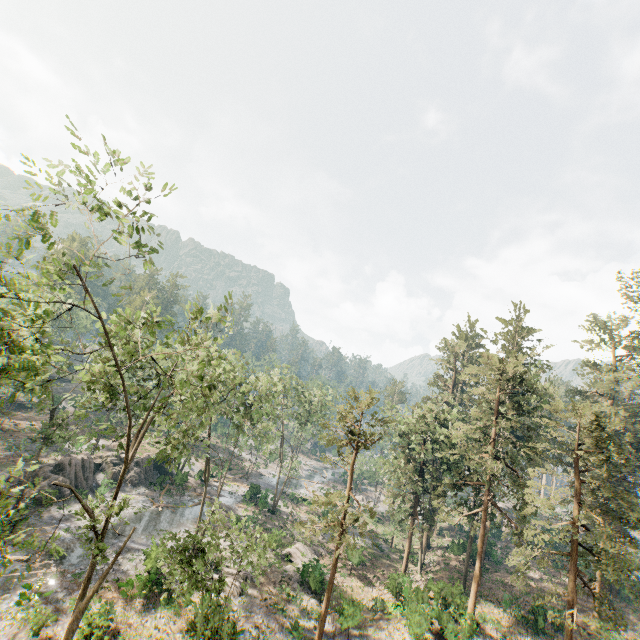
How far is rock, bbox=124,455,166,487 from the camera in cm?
4001

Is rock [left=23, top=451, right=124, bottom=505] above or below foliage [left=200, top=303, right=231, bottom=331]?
below

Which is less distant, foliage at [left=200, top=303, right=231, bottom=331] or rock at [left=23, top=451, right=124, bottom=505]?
foliage at [left=200, top=303, right=231, bottom=331]

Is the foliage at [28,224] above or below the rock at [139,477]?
above

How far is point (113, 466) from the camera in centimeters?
3975cm

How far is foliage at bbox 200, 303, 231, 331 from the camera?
15.5 meters

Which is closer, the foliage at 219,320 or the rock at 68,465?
the foliage at 219,320
